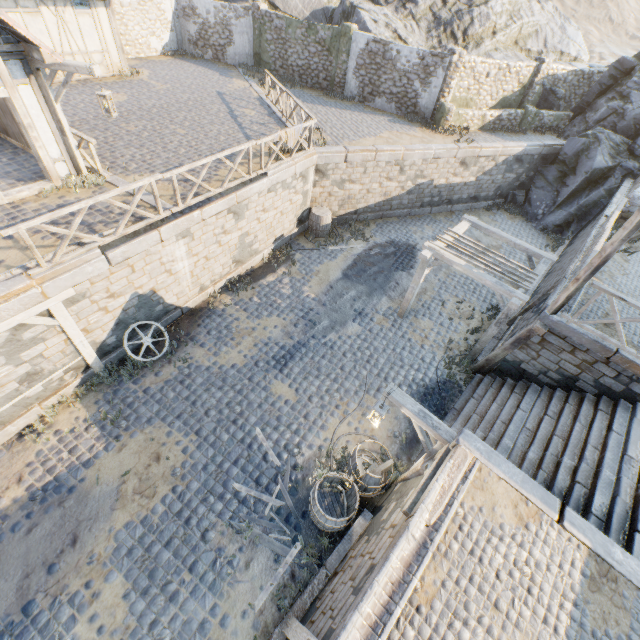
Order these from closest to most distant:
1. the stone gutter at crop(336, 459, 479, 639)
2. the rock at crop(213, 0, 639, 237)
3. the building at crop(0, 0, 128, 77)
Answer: the stone gutter at crop(336, 459, 479, 639) → the building at crop(0, 0, 128, 77) → the rock at crop(213, 0, 639, 237)

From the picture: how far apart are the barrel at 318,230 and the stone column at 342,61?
9.5 meters

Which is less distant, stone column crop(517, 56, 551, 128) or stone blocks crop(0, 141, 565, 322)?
stone blocks crop(0, 141, 565, 322)

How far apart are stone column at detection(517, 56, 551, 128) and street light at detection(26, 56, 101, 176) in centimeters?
2064cm

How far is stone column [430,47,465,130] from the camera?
15.47m

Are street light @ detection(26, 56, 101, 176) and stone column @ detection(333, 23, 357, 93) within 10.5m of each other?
no

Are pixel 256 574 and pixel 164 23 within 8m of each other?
no

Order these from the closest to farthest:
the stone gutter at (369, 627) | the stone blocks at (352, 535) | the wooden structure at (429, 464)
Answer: the stone gutter at (369, 627) < the wooden structure at (429, 464) < the stone blocks at (352, 535)
